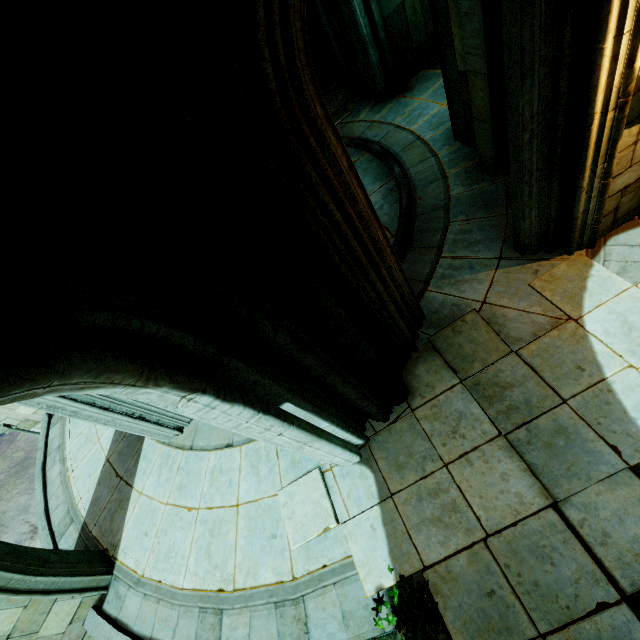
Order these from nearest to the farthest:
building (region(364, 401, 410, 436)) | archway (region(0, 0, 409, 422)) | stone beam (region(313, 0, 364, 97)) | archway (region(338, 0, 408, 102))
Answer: archway (region(0, 0, 409, 422)), building (region(364, 401, 410, 436)), archway (region(338, 0, 408, 102)), stone beam (region(313, 0, 364, 97))

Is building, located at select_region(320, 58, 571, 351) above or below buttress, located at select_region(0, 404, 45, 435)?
below

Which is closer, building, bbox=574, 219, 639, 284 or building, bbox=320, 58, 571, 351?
building, bbox=574, 219, 639, 284

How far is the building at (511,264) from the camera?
4.70m

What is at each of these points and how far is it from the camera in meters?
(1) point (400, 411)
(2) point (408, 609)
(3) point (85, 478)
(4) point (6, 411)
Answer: (1) building, 4.7 m
(2) plant, 3.5 m
(3) building, 7.4 m
(4) buttress, 9.1 m

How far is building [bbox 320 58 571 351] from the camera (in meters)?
4.70

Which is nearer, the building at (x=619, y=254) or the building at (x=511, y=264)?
the building at (x=619, y=254)
